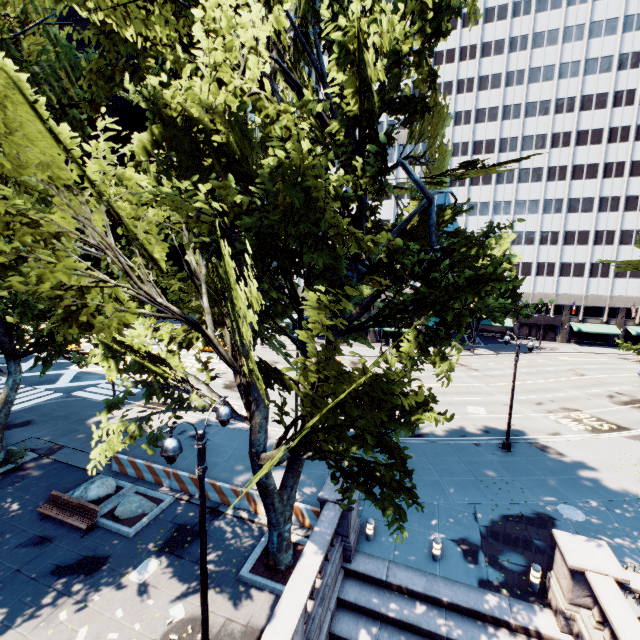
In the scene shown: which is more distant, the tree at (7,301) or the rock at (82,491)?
the rock at (82,491)

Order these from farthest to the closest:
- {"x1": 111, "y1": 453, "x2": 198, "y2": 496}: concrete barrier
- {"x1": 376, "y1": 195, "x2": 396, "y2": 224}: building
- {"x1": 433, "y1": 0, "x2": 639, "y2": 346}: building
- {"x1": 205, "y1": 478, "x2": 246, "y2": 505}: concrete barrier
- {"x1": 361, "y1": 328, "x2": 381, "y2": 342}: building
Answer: {"x1": 361, "y1": 328, "x2": 381, "y2": 342}: building, {"x1": 433, "y1": 0, "x2": 639, "y2": 346}: building, {"x1": 376, "y1": 195, "x2": 396, "y2": 224}: building, {"x1": 111, "y1": 453, "x2": 198, "y2": 496}: concrete barrier, {"x1": 205, "y1": 478, "x2": 246, "y2": 505}: concrete barrier

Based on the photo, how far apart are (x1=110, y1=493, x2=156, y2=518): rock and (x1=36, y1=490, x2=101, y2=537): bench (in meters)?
0.75

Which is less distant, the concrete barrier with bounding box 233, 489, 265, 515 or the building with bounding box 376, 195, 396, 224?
the concrete barrier with bounding box 233, 489, 265, 515

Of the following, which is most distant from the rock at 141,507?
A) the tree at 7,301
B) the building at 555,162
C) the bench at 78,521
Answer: the building at 555,162

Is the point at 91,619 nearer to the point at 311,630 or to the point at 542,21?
the point at 311,630

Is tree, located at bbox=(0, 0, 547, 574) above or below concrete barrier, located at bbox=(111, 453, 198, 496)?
above

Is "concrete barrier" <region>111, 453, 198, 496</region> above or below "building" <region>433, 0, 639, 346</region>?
below
